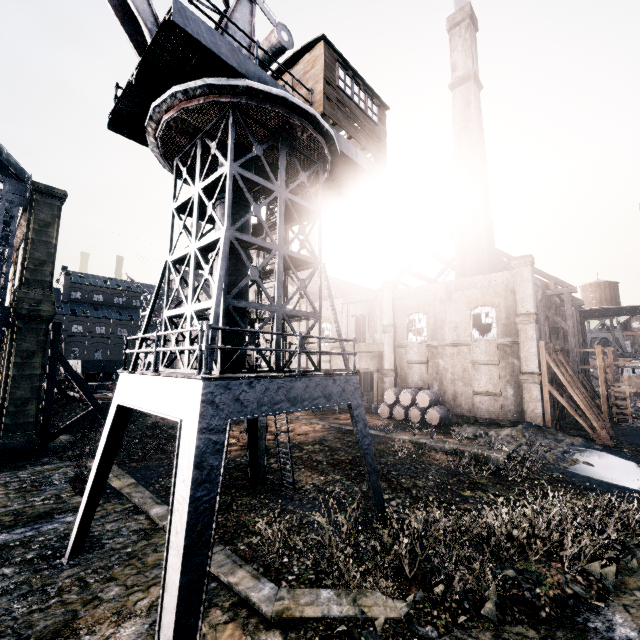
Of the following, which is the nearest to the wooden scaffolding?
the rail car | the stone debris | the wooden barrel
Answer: the stone debris

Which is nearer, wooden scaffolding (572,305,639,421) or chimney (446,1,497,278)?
wooden scaffolding (572,305,639,421)

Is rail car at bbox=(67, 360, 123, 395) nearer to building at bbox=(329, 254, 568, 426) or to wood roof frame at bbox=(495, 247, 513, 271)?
building at bbox=(329, 254, 568, 426)

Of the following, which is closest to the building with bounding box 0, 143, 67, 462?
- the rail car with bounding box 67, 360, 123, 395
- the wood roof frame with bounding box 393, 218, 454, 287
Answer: the wood roof frame with bounding box 393, 218, 454, 287

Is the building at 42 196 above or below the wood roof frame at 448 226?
below

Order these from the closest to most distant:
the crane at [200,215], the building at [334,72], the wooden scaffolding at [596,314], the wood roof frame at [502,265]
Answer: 1. the crane at [200,215]
2. the building at [334,72]
3. the wooden scaffolding at [596,314]
4. the wood roof frame at [502,265]

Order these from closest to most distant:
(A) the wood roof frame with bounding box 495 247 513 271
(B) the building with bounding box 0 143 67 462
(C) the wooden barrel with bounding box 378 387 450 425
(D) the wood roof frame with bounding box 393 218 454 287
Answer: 1. (B) the building with bounding box 0 143 67 462
2. (C) the wooden barrel with bounding box 378 387 450 425
3. (A) the wood roof frame with bounding box 495 247 513 271
4. (D) the wood roof frame with bounding box 393 218 454 287

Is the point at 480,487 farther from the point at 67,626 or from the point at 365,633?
the point at 67,626
